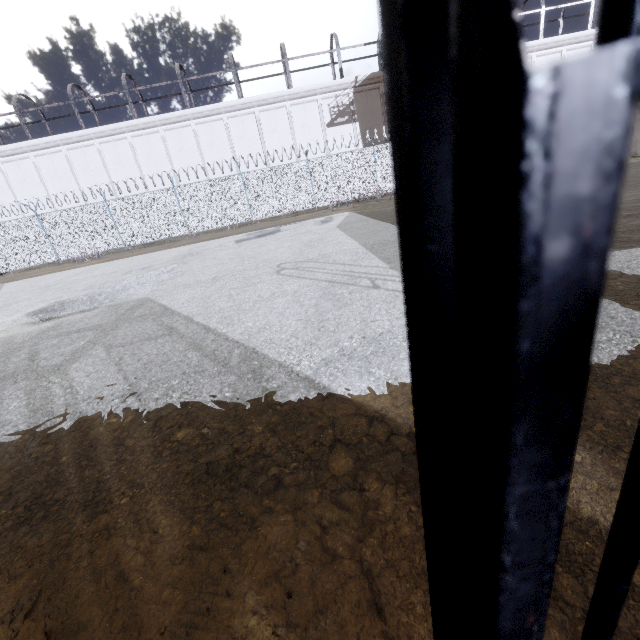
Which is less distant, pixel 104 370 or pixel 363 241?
pixel 104 370

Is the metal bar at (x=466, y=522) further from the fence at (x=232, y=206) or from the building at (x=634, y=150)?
the building at (x=634, y=150)

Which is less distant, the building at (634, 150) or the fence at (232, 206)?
the building at (634, 150)

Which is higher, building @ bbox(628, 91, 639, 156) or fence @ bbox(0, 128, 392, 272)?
fence @ bbox(0, 128, 392, 272)

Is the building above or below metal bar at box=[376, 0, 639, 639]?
below

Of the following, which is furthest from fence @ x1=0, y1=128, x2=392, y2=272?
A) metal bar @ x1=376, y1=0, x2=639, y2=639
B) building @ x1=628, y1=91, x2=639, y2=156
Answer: metal bar @ x1=376, y1=0, x2=639, y2=639

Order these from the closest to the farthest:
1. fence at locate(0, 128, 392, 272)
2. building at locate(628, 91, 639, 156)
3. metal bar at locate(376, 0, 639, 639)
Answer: metal bar at locate(376, 0, 639, 639) → building at locate(628, 91, 639, 156) → fence at locate(0, 128, 392, 272)
